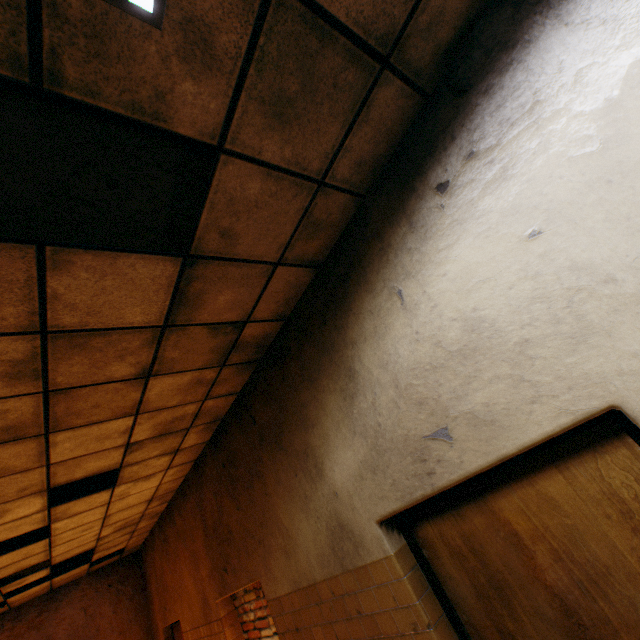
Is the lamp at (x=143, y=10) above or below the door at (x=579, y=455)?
above

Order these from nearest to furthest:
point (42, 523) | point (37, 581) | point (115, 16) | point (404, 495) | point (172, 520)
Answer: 1. point (115, 16)
2. point (404, 495)
3. point (42, 523)
4. point (172, 520)
5. point (37, 581)

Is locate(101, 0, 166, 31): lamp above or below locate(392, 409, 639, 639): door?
above
